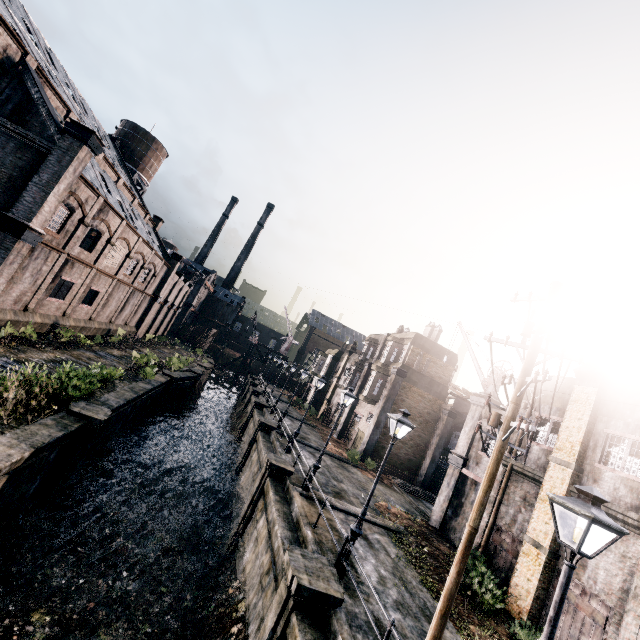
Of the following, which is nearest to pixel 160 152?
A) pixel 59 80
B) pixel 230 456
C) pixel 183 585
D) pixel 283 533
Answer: pixel 59 80

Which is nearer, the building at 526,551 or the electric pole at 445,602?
the electric pole at 445,602

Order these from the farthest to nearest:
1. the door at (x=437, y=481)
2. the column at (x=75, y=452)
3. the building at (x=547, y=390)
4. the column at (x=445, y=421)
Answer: the door at (x=437, y=481)
the column at (x=445, y=421)
the building at (x=547, y=390)
the column at (x=75, y=452)

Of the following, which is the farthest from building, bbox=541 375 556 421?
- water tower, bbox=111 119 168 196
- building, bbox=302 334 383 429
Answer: water tower, bbox=111 119 168 196

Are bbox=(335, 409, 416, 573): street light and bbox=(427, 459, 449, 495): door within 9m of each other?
no

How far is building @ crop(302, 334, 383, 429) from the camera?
40.9m

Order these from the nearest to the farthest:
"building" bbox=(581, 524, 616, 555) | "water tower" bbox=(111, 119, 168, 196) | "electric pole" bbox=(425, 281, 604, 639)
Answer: "electric pole" bbox=(425, 281, 604, 639) < "building" bbox=(581, 524, 616, 555) < "water tower" bbox=(111, 119, 168, 196)

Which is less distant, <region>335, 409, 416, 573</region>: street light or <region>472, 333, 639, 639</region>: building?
<region>335, 409, 416, 573</region>: street light
